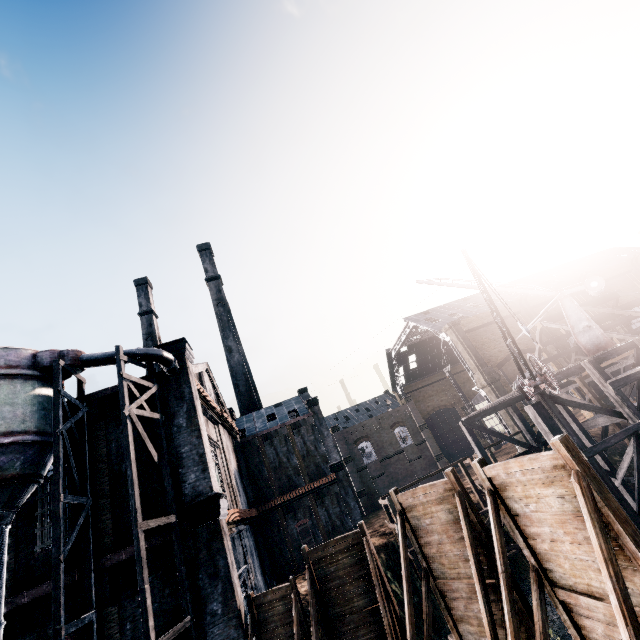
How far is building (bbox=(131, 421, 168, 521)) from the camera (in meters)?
14.81

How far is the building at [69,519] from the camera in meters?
14.1

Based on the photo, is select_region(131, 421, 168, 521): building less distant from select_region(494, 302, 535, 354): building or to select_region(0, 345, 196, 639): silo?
select_region(0, 345, 196, 639): silo

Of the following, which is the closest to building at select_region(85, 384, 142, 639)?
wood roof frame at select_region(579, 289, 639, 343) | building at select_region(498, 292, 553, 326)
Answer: wood roof frame at select_region(579, 289, 639, 343)

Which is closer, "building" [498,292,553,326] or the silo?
the silo

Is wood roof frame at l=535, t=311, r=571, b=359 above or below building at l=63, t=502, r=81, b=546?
above

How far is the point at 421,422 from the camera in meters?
56.3 m

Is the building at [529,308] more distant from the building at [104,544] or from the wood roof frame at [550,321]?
the building at [104,544]
